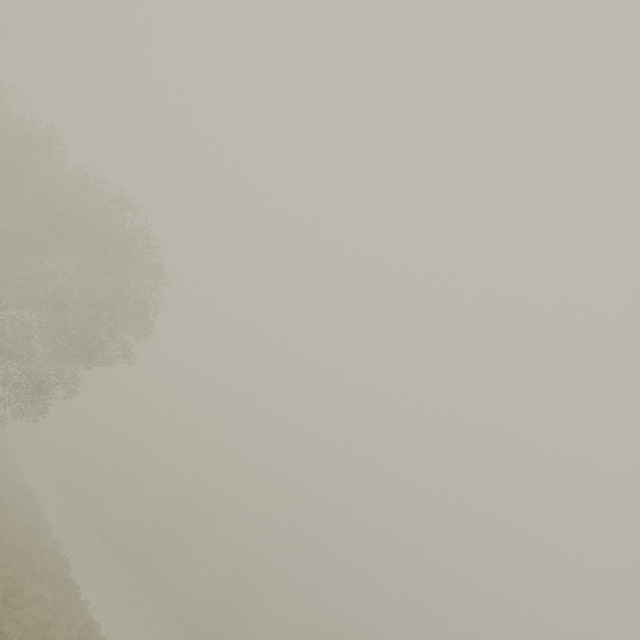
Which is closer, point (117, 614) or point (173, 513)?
point (117, 614)
